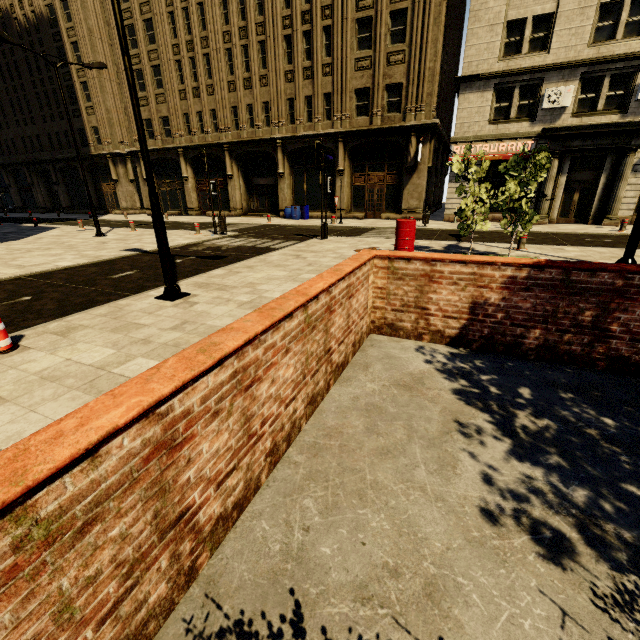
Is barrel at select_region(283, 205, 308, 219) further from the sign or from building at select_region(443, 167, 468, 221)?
the sign

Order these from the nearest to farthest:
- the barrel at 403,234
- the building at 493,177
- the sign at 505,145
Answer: the barrel at 403,234 < the sign at 505,145 < the building at 493,177

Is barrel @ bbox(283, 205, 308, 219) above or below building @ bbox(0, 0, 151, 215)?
below

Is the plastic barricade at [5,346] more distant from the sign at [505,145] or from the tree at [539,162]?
the sign at [505,145]

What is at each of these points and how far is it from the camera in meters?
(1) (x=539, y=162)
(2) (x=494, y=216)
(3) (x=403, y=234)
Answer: (1) tree, 8.7 m
(2) building, 20.3 m
(3) barrel, 10.2 m

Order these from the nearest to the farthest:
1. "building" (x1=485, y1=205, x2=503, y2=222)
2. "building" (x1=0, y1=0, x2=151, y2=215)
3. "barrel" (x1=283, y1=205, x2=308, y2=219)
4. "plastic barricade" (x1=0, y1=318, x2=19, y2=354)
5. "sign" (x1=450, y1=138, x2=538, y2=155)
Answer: "plastic barricade" (x1=0, y1=318, x2=19, y2=354) → "sign" (x1=450, y1=138, x2=538, y2=155) → "building" (x1=485, y1=205, x2=503, y2=222) → "barrel" (x1=283, y1=205, x2=308, y2=219) → "building" (x1=0, y1=0, x2=151, y2=215)

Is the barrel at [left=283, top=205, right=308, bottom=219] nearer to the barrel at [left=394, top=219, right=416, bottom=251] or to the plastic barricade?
the barrel at [left=394, top=219, right=416, bottom=251]

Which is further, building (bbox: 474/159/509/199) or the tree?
building (bbox: 474/159/509/199)
